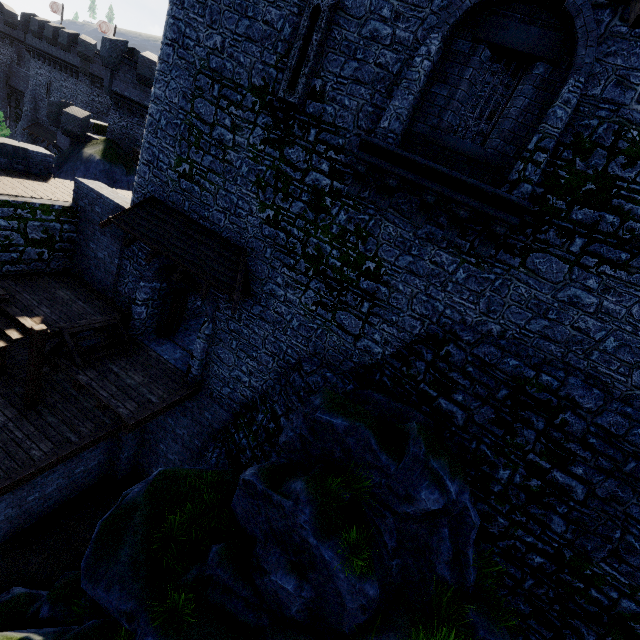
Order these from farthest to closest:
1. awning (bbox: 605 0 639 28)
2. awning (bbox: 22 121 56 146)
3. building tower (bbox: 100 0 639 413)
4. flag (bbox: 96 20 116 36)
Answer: flag (bbox: 96 20 116 36) → awning (bbox: 22 121 56 146) → building tower (bbox: 100 0 639 413) → awning (bbox: 605 0 639 28)

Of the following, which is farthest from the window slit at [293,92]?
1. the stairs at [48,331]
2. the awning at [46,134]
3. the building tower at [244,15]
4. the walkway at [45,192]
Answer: the awning at [46,134]

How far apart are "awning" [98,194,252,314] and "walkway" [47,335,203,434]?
3.64m

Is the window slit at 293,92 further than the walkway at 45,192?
No

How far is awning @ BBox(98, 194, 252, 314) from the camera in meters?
10.1 m

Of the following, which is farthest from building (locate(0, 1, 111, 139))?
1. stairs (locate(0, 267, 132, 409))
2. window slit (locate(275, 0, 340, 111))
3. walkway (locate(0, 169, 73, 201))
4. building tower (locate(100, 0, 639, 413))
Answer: window slit (locate(275, 0, 340, 111))

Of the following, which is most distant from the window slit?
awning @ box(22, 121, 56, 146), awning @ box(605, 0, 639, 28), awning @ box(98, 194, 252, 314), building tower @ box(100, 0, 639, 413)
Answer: awning @ box(22, 121, 56, 146)

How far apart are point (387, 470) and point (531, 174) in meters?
7.2
